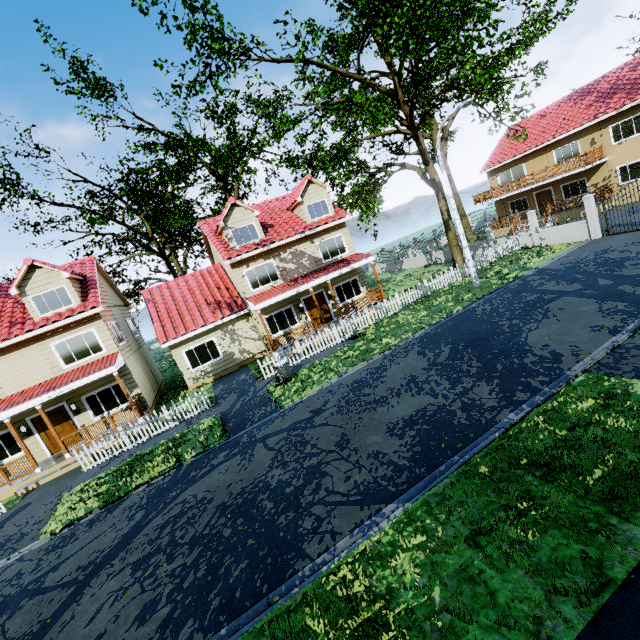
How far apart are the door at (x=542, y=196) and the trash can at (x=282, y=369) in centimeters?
2953cm

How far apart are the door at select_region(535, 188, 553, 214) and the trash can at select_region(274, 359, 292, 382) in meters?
29.5 m

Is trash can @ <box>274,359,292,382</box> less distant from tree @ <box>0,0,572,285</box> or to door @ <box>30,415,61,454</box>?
door @ <box>30,415,61,454</box>

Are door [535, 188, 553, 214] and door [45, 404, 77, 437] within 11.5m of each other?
no

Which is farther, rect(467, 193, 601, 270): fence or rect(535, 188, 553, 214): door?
rect(535, 188, 553, 214): door

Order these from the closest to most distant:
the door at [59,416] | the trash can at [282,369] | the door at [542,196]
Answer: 1. the trash can at [282,369]
2. the door at [59,416]
3. the door at [542,196]

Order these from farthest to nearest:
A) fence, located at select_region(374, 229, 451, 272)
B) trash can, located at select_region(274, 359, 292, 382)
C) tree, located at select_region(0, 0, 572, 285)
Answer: fence, located at select_region(374, 229, 451, 272), tree, located at select_region(0, 0, 572, 285), trash can, located at select_region(274, 359, 292, 382)

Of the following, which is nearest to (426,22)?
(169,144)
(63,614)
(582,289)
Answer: (582,289)
